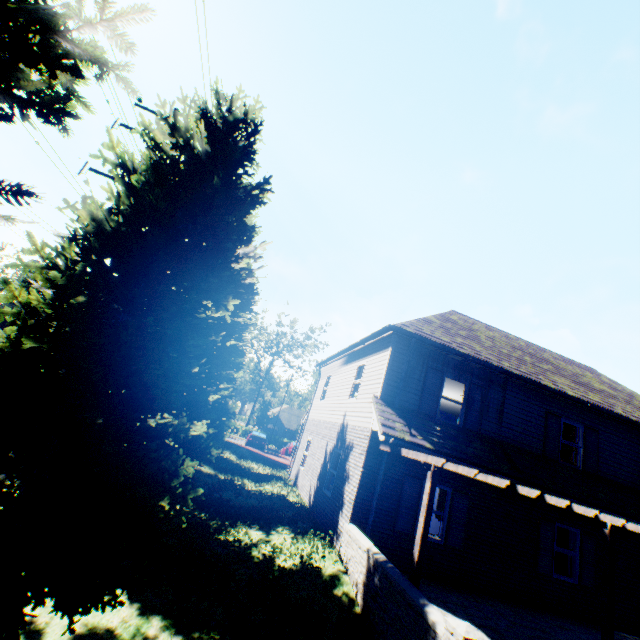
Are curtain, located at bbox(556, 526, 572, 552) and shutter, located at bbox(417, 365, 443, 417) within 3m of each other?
no

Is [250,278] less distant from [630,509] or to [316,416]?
[316,416]

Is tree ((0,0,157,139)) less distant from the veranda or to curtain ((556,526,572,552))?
the veranda

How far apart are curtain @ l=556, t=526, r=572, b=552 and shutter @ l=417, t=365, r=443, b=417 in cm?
551

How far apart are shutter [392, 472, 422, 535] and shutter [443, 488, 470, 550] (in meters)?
1.03

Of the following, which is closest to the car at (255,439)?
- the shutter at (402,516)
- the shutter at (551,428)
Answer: the shutter at (402,516)

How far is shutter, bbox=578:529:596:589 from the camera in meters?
10.5 m

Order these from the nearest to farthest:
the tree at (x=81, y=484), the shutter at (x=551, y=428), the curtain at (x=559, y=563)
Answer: the tree at (x=81, y=484), the curtain at (x=559, y=563), the shutter at (x=551, y=428)
